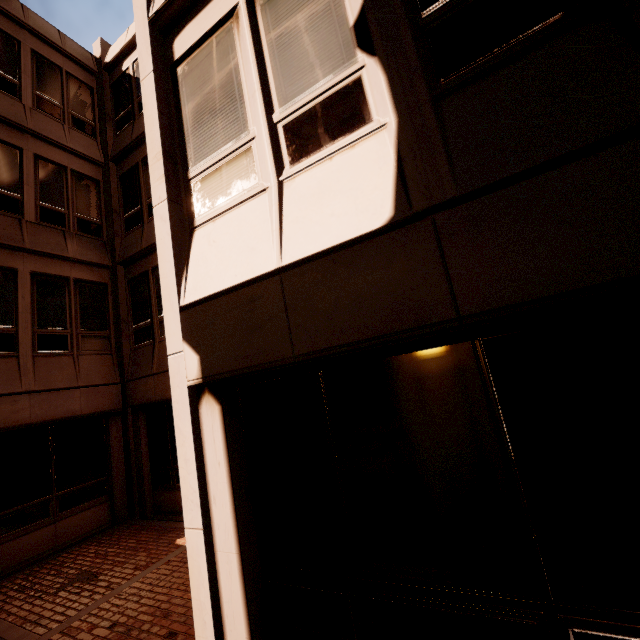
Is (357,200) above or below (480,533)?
above
